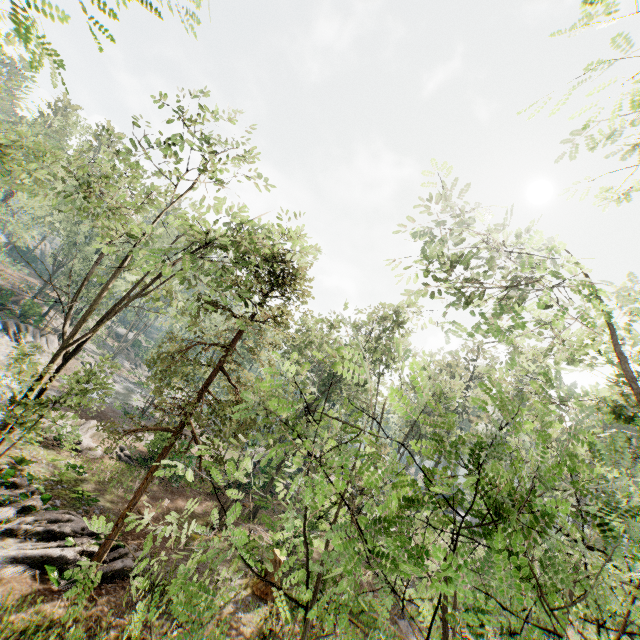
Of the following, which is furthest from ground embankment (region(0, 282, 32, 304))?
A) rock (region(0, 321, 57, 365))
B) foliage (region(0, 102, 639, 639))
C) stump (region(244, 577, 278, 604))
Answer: stump (region(244, 577, 278, 604))

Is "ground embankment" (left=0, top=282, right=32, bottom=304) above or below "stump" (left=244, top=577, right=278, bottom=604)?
above

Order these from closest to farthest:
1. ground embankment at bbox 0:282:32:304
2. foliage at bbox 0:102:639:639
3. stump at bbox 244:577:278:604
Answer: foliage at bbox 0:102:639:639, stump at bbox 244:577:278:604, ground embankment at bbox 0:282:32:304

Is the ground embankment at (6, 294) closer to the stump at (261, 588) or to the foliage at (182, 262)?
the foliage at (182, 262)

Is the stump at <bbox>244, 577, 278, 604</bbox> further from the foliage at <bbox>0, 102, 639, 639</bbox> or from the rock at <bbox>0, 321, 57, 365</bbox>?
the rock at <bbox>0, 321, 57, 365</bbox>

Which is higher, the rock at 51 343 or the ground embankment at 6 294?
the ground embankment at 6 294

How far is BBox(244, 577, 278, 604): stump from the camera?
15.1m

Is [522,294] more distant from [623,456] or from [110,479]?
[110,479]
